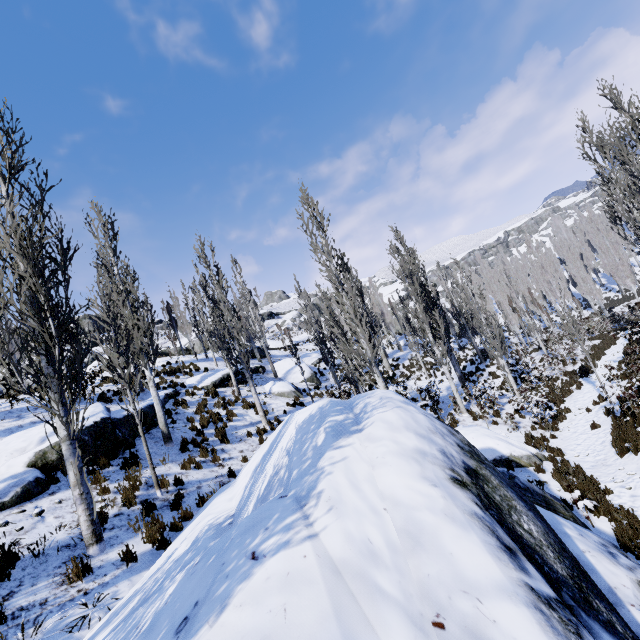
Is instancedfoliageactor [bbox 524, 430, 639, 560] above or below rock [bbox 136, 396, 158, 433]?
below

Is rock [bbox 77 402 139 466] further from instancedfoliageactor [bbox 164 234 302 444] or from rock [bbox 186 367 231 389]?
rock [bbox 186 367 231 389]

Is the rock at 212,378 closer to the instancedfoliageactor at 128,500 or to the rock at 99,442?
the instancedfoliageactor at 128,500

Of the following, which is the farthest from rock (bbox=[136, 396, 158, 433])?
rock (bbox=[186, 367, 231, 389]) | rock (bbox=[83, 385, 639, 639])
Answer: rock (bbox=[83, 385, 639, 639])

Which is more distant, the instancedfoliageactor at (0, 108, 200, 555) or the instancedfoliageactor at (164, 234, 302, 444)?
the instancedfoliageactor at (164, 234, 302, 444)

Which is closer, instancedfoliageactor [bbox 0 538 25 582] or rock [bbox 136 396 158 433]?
instancedfoliageactor [bbox 0 538 25 582]

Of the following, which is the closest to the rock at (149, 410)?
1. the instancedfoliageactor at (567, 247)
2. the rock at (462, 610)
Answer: the instancedfoliageactor at (567, 247)

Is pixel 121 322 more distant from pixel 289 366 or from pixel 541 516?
pixel 289 366
